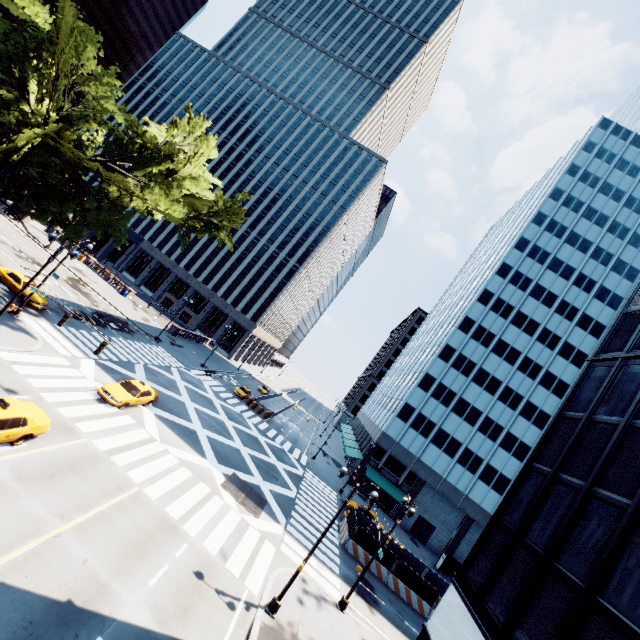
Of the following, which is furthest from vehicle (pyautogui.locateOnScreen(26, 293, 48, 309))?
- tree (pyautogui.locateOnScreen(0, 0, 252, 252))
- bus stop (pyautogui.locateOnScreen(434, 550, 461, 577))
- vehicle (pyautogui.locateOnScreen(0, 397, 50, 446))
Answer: bus stop (pyautogui.locateOnScreen(434, 550, 461, 577))

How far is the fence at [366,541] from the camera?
26.75m

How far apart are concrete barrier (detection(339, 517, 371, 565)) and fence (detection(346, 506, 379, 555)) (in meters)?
0.01

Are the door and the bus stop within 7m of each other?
yes

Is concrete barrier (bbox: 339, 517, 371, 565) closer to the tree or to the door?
the door

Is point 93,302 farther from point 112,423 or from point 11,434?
point 11,434

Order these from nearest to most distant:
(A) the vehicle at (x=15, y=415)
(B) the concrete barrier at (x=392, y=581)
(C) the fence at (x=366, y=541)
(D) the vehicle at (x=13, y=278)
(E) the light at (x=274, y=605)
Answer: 1. (A) the vehicle at (x=15, y=415)
2. (E) the light at (x=274, y=605)
3. (B) the concrete barrier at (x=392, y=581)
4. (D) the vehicle at (x=13, y=278)
5. (C) the fence at (x=366, y=541)

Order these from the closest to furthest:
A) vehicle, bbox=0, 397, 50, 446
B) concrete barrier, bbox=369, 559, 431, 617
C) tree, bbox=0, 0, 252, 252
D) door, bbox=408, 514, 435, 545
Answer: vehicle, bbox=0, 397, 50, 446
tree, bbox=0, 0, 252, 252
concrete barrier, bbox=369, 559, 431, 617
door, bbox=408, 514, 435, 545
